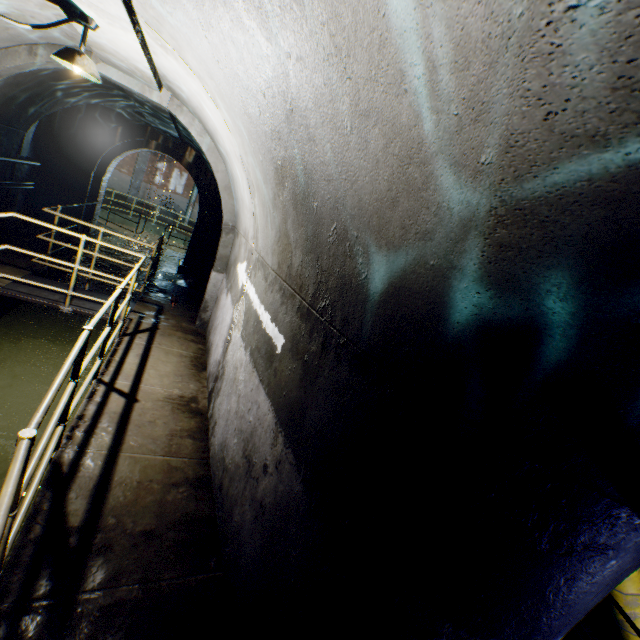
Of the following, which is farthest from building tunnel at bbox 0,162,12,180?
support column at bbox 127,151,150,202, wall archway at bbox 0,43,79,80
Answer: support column at bbox 127,151,150,202

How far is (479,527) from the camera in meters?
1.4

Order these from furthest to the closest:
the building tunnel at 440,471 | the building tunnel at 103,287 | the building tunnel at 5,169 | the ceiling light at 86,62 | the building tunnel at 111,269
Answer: the building tunnel at 111,269
the building tunnel at 103,287
the building tunnel at 5,169
the ceiling light at 86,62
the building tunnel at 440,471

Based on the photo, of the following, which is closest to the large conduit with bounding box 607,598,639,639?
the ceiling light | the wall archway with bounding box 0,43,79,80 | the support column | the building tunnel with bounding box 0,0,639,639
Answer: the building tunnel with bounding box 0,0,639,639

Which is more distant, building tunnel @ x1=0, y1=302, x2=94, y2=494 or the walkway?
building tunnel @ x1=0, y1=302, x2=94, y2=494

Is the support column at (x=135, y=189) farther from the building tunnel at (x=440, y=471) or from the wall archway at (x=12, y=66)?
the wall archway at (x=12, y=66)

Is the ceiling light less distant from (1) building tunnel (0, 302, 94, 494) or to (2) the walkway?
(1) building tunnel (0, 302, 94, 494)

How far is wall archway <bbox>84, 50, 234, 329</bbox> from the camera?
4.95m
